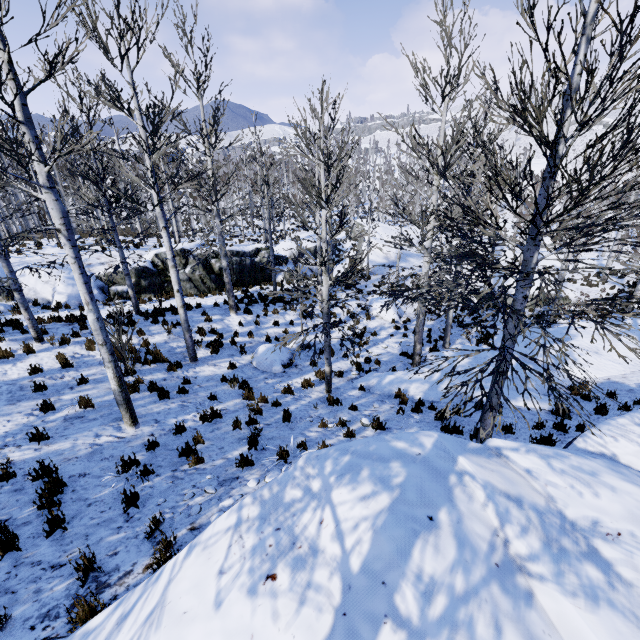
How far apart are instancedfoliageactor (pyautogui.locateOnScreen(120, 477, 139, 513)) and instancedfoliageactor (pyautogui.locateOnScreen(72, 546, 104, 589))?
0.9 meters

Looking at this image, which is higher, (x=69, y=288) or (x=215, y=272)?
(x=69, y=288)

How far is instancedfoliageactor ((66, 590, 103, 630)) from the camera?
2.9 meters

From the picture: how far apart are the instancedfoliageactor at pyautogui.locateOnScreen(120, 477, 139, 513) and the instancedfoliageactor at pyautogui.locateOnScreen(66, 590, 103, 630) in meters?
1.5 m

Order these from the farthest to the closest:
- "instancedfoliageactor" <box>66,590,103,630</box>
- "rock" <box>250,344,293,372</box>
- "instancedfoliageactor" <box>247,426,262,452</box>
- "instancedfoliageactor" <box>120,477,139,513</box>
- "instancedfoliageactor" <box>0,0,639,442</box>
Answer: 1. "rock" <box>250,344,293,372</box>
2. "instancedfoliageactor" <box>247,426,262,452</box>
3. "instancedfoliageactor" <box>120,477,139,513</box>
4. "instancedfoliageactor" <box>0,0,639,442</box>
5. "instancedfoliageactor" <box>66,590,103,630</box>

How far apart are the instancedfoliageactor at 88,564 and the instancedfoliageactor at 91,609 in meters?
0.5

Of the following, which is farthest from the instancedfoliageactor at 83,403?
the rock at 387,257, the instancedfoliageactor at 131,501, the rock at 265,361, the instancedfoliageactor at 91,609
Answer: the rock at 265,361

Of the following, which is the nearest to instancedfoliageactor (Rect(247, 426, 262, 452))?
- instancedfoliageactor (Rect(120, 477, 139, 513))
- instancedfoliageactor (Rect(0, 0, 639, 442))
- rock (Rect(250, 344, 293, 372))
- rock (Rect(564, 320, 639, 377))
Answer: instancedfoliageactor (Rect(120, 477, 139, 513))
